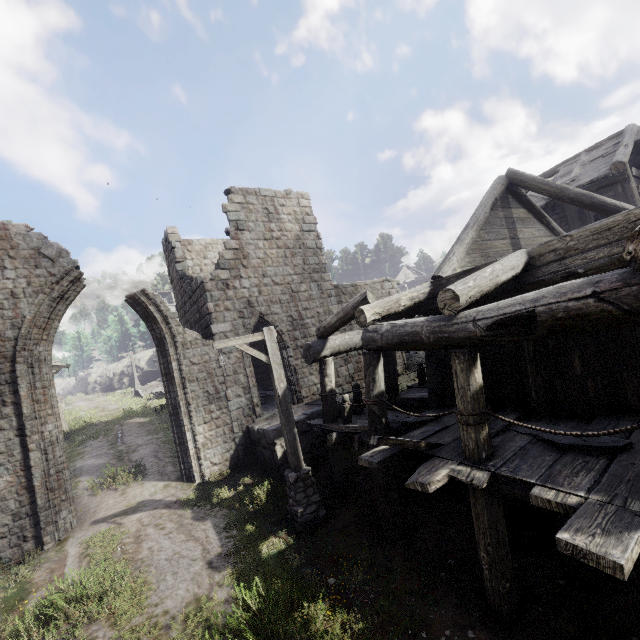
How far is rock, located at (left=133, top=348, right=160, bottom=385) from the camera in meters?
41.5 m

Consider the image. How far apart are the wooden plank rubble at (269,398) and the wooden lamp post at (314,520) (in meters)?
5.40

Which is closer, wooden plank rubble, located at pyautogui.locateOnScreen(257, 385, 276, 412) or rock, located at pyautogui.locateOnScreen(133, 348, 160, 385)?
wooden plank rubble, located at pyautogui.locateOnScreen(257, 385, 276, 412)

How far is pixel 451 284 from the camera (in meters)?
7.31

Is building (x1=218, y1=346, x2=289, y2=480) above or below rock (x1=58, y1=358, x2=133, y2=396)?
below

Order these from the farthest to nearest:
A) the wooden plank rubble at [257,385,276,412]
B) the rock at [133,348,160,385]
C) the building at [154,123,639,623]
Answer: the rock at [133,348,160,385], the wooden plank rubble at [257,385,276,412], the building at [154,123,639,623]

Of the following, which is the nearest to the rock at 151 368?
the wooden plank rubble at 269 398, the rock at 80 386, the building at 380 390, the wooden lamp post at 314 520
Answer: the rock at 80 386

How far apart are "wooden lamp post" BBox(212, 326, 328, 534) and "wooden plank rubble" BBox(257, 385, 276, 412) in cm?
540
